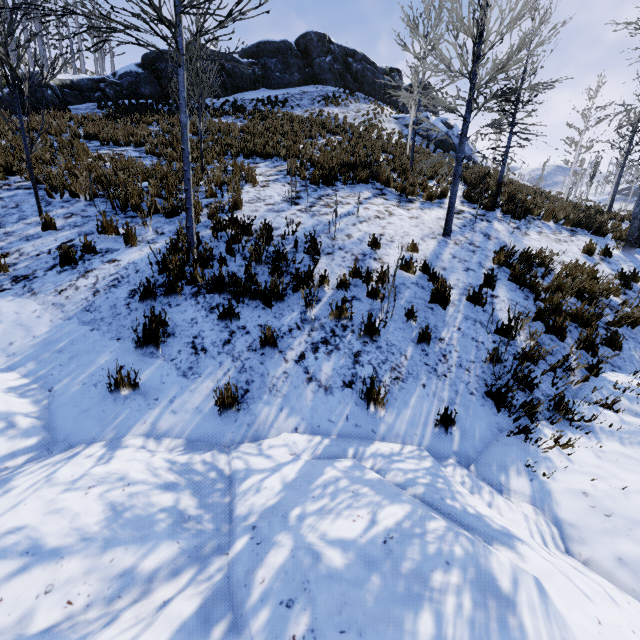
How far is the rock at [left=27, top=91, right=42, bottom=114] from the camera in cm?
1389

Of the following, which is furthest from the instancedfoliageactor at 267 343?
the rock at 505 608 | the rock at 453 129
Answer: the rock at 453 129

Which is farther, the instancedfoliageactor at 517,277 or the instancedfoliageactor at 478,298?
the instancedfoliageactor at 517,277

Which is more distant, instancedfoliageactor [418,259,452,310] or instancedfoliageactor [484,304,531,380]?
instancedfoliageactor [418,259,452,310]

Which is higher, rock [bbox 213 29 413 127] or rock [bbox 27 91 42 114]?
rock [bbox 213 29 413 127]

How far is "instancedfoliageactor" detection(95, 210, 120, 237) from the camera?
5.7 meters

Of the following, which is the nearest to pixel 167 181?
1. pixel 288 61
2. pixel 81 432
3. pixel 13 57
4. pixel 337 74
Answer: pixel 81 432
